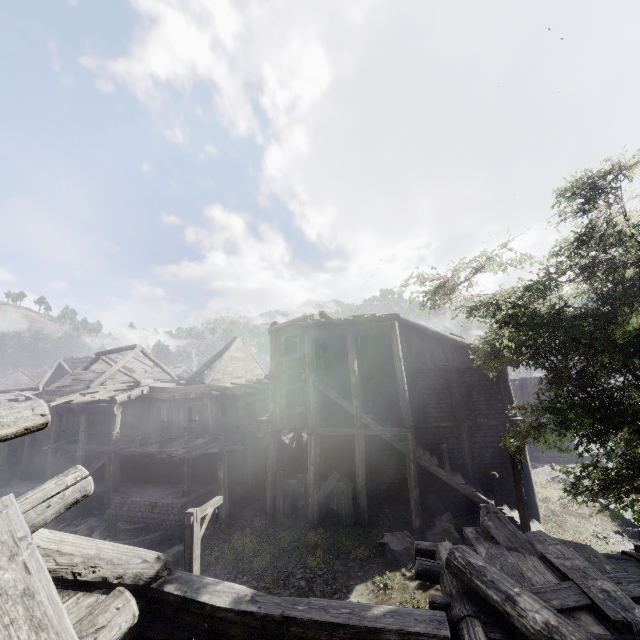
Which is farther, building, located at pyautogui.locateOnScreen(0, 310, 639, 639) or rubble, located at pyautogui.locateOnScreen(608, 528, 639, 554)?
rubble, located at pyautogui.locateOnScreen(608, 528, 639, 554)

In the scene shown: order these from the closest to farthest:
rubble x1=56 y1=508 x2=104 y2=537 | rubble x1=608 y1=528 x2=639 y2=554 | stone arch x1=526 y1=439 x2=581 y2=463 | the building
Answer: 1. the building
2. rubble x1=608 y1=528 x2=639 y2=554
3. rubble x1=56 y1=508 x2=104 y2=537
4. stone arch x1=526 y1=439 x2=581 y2=463

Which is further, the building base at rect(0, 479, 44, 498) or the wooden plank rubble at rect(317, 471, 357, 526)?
the building base at rect(0, 479, 44, 498)

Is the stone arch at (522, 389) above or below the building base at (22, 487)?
above

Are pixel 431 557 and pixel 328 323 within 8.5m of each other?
no

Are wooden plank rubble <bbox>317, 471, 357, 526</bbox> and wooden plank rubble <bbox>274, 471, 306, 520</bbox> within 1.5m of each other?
yes

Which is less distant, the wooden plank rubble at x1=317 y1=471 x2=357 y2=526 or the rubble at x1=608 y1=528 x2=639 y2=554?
the rubble at x1=608 y1=528 x2=639 y2=554

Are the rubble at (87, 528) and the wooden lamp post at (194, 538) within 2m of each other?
no
